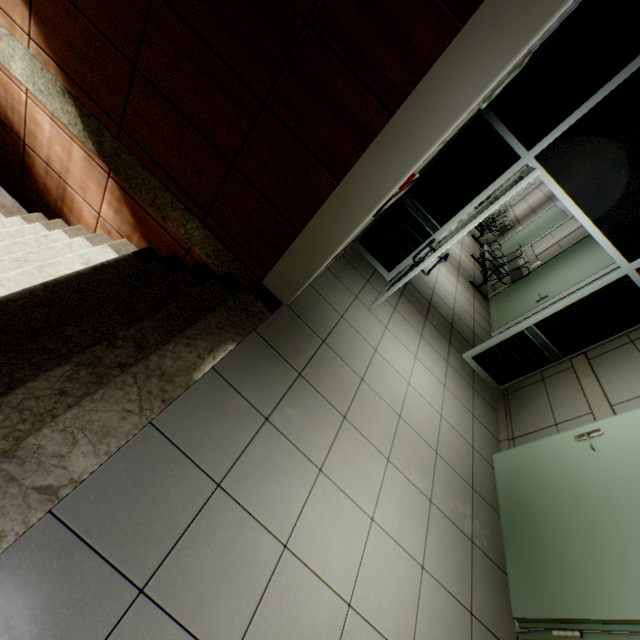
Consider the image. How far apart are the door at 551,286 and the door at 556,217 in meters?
1.7

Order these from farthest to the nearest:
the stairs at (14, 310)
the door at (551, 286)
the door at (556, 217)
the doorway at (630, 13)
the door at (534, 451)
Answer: the door at (556, 217), the door at (551, 286), the doorway at (630, 13), the door at (534, 451), the stairs at (14, 310)

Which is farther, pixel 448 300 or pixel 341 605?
pixel 448 300

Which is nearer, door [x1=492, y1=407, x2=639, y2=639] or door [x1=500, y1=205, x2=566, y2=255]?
door [x1=492, y1=407, x2=639, y2=639]

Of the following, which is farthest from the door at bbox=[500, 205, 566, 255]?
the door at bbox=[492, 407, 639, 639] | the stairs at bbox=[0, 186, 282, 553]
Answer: the stairs at bbox=[0, 186, 282, 553]

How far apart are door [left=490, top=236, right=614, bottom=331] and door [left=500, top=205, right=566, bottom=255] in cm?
166

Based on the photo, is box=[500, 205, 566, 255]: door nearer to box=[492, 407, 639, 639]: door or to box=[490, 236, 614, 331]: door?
box=[490, 236, 614, 331]: door

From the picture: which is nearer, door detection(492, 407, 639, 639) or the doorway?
door detection(492, 407, 639, 639)
